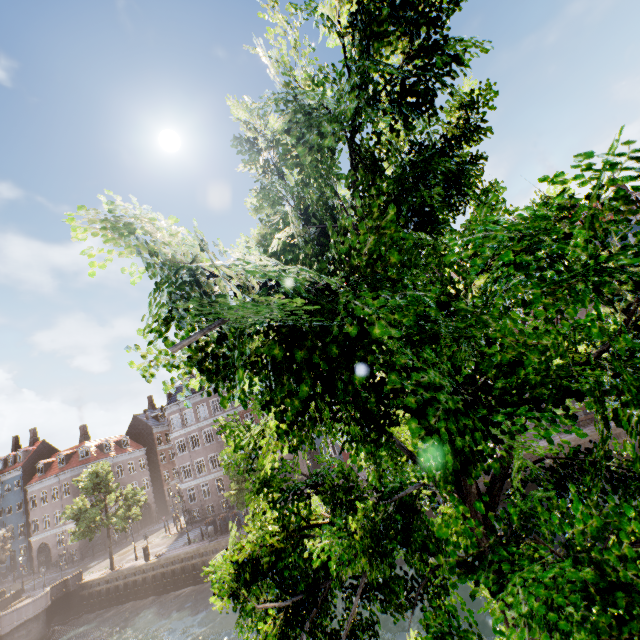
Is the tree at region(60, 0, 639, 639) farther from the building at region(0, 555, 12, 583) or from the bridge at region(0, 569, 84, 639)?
the building at region(0, 555, 12, 583)

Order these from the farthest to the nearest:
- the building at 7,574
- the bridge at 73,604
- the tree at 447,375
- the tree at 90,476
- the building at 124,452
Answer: the building at 7,574 → the building at 124,452 → the tree at 90,476 → the bridge at 73,604 → the tree at 447,375

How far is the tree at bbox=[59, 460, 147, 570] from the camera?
28.6m

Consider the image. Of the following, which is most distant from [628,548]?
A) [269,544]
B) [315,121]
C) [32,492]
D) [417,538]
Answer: [32,492]

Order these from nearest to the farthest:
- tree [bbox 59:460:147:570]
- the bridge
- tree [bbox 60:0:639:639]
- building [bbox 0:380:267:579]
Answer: tree [bbox 60:0:639:639], the bridge, tree [bbox 59:460:147:570], building [bbox 0:380:267:579]

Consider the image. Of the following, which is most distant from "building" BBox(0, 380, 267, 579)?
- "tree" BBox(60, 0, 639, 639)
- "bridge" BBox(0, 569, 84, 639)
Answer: "bridge" BBox(0, 569, 84, 639)

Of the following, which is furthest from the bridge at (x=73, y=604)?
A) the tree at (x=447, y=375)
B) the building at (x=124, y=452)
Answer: the building at (x=124, y=452)
